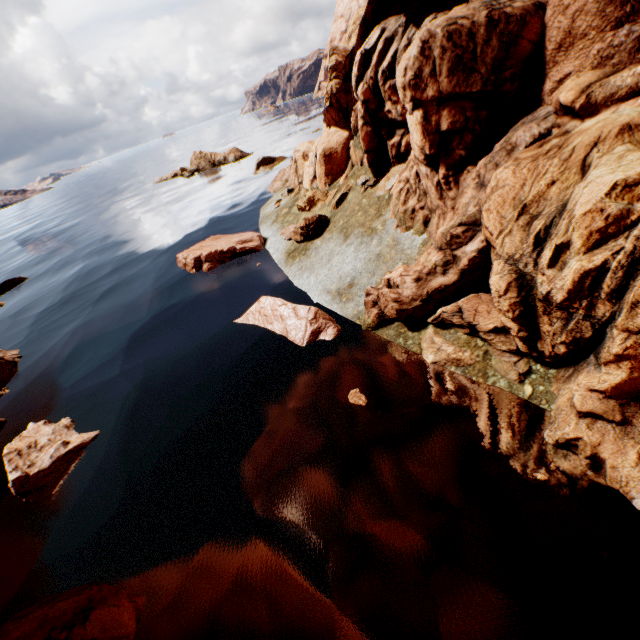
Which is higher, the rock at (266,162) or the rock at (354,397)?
the rock at (266,162)

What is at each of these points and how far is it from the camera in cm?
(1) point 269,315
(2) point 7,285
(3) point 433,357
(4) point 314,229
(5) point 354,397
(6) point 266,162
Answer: (1) rock, 1060
(2) rock, 2395
(3) rock, 750
(4) rock, 1317
(5) rock, 733
(6) rock, 3362

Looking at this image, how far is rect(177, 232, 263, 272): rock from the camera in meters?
15.9 m

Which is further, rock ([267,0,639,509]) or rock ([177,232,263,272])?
rock ([177,232,263,272])

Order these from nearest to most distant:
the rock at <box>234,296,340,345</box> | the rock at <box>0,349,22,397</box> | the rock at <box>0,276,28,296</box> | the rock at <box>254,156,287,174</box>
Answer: the rock at <box>234,296,340,345</box> → the rock at <box>0,349,22,397</box> → the rock at <box>0,276,28,296</box> → the rock at <box>254,156,287,174</box>

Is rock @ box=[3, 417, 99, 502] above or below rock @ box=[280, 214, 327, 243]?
below
